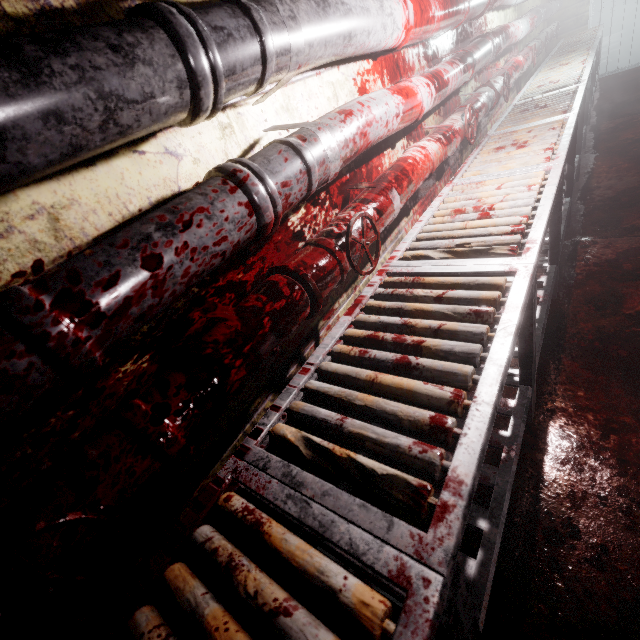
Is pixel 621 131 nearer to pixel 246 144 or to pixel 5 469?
pixel 246 144

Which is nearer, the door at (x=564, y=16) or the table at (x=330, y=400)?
the table at (x=330, y=400)

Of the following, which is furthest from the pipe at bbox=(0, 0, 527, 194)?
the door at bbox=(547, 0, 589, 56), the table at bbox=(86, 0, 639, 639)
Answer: the table at bbox=(86, 0, 639, 639)

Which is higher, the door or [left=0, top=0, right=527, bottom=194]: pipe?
[left=0, top=0, right=527, bottom=194]: pipe

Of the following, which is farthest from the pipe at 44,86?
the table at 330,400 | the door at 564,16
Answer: the table at 330,400

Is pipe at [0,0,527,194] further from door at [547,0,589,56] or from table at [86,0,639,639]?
table at [86,0,639,639]

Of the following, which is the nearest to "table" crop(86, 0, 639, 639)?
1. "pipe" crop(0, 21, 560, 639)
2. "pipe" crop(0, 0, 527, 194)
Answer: "pipe" crop(0, 21, 560, 639)

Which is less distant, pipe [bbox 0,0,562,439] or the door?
pipe [bbox 0,0,562,439]
